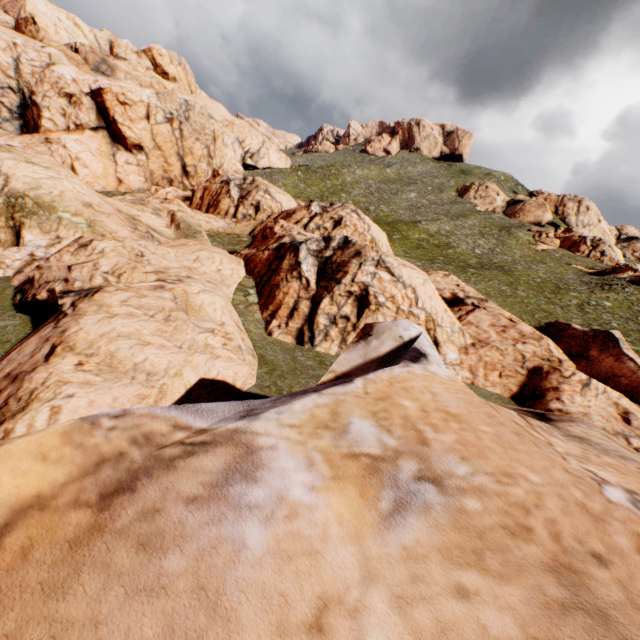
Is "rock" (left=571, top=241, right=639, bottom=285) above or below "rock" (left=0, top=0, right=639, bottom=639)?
above

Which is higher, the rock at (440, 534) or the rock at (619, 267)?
the rock at (619, 267)

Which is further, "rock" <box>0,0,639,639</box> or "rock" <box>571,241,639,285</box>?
"rock" <box>571,241,639,285</box>

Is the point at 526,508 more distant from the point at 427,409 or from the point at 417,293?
the point at 417,293

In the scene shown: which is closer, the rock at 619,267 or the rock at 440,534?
the rock at 440,534
